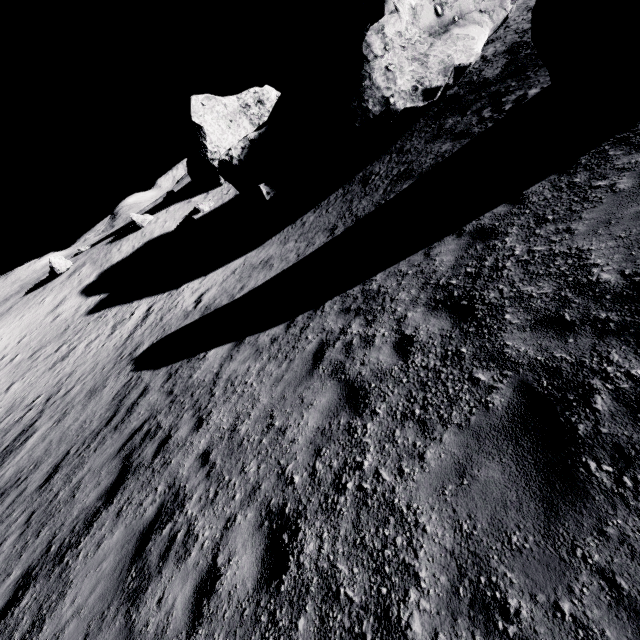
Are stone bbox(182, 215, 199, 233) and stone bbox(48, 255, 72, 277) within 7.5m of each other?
no

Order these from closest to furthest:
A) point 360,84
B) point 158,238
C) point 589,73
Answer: point 589,73
point 360,84
point 158,238

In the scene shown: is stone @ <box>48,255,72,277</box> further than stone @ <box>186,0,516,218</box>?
Yes

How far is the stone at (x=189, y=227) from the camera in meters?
28.7 m

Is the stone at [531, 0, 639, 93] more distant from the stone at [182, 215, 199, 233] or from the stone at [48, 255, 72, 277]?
the stone at [48, 255, 72, 277]

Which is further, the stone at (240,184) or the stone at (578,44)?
the stone at (240,184)

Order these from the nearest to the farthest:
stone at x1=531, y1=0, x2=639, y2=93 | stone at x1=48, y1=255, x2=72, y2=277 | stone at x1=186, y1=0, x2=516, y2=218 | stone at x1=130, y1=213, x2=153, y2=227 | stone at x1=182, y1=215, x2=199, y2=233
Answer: stone at x1=531, y1=0, x2=639, y2=93 → stone at x1=186, y1=0, x2=516, y2=218 → stone at x1=182, y1=215, x2=199, y2=233 → stone at x1=48, y1=255, x2=72, y2=277 → stone at x1=130, y1=213, x2=153, y2=227

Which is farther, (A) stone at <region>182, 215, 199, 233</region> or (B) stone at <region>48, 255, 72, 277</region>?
(B) stone at <region>48, 255, 72, 277</region>
